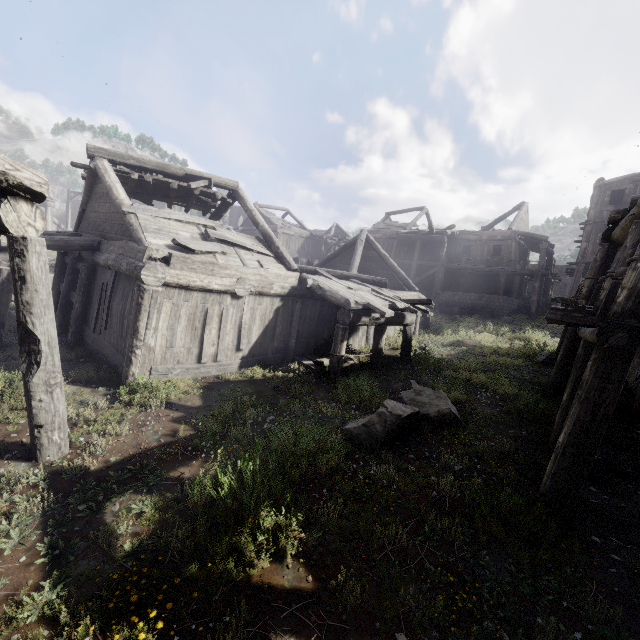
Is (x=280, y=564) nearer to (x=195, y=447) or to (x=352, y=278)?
(x=195, y=447)

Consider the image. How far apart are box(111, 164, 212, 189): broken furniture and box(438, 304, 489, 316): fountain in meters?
18.9 m

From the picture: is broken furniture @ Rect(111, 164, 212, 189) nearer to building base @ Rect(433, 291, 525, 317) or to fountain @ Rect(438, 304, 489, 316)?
A: fountain @ Rect(438, 304, 489, 316)

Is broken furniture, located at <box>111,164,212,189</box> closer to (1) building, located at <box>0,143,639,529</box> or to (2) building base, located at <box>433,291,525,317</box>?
(1) building, located at <box>0,143,639,529</box>

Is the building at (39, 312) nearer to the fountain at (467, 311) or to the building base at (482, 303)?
the building base at (482, 303)

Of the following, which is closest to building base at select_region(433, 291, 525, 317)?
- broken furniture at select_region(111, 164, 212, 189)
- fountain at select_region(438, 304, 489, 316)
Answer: fountain at select_region(438, 304, 489, 316)

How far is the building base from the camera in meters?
23.5

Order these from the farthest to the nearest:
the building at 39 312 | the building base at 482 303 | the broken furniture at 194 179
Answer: the building base at 482 303 < the broken furniture at 194 179 < the building at 39 312
